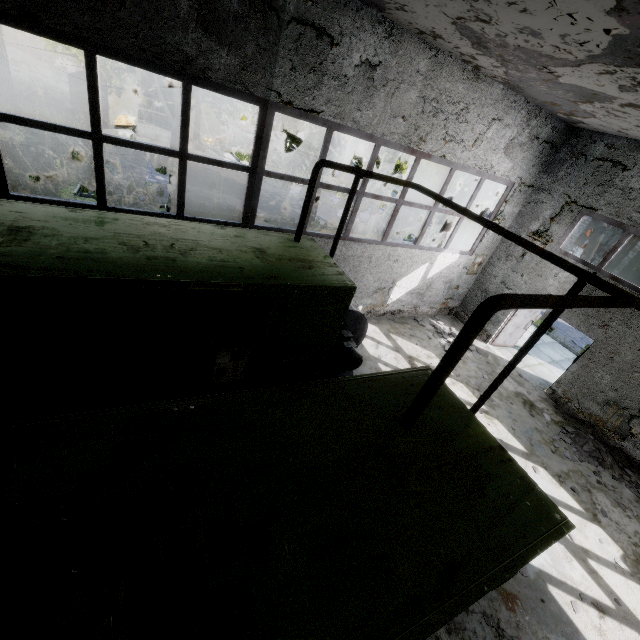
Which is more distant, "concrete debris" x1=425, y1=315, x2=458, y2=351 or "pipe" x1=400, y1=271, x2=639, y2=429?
"concrete debris" x1=425, y1=315, x2=458, y2=351

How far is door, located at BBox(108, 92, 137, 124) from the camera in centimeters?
2027cm

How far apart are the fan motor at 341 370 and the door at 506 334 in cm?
656

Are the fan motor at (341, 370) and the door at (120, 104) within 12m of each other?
no

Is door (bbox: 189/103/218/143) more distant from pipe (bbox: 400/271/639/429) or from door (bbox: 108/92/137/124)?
pipe (bbox: 400/271/639/429)

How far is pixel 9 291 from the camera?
3.4 meters

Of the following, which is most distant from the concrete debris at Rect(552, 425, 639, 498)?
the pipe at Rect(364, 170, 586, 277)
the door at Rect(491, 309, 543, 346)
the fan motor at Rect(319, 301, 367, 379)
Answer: the pipe at Rect(364, 170, 586, 277)

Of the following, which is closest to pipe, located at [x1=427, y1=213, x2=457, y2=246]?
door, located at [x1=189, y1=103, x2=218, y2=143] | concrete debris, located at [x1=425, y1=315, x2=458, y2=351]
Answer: concrete debris, located at [x1=425, y1=315, x2=458, y2=351]
